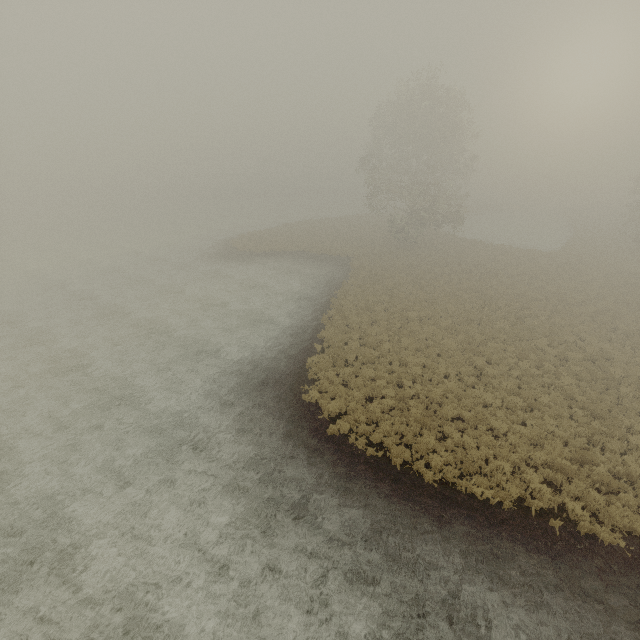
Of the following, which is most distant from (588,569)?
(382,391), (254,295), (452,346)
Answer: (254,295)
